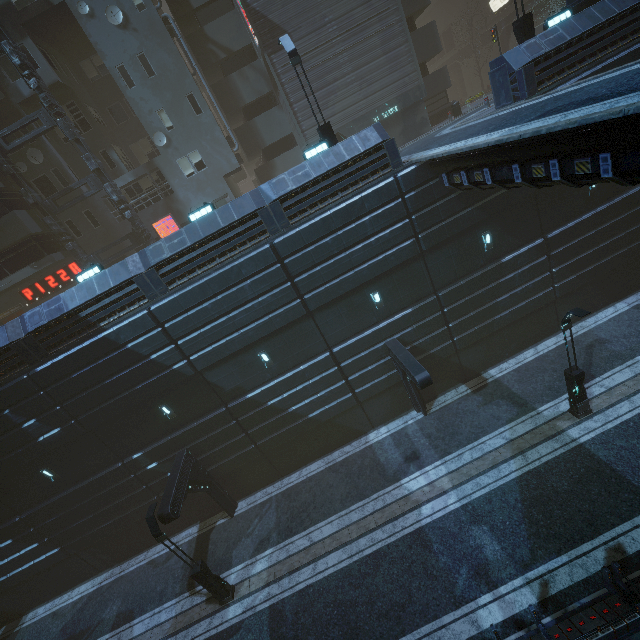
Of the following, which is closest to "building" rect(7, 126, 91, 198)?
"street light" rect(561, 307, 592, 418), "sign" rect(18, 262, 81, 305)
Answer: "sign" rect(18, 262, 81, 305)

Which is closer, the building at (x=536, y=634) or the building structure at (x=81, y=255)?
the building at (x=536, y=634)

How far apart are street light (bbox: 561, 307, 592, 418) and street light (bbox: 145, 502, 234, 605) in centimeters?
1672cm

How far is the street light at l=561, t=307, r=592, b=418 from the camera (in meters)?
11.51

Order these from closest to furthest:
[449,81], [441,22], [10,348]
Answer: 1. [10,348]
2. [449,81]
3. [441,22]

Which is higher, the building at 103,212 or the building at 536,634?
the building at 103,212

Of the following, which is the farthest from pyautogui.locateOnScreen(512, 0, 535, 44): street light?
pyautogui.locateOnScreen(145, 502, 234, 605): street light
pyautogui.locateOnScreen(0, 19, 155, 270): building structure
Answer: pyautogui.locateOnScreen(145, 502, 234, 605): street light

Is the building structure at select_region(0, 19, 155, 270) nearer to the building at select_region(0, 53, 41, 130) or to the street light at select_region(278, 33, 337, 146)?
the building at select_region(0, 53, 41, 130)
